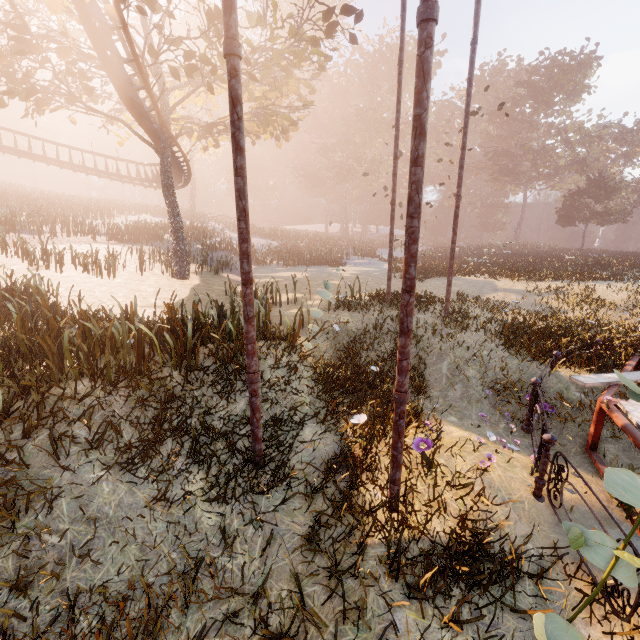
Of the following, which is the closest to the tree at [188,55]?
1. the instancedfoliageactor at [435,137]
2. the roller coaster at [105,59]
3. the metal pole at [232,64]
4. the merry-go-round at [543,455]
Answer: the roller coaster at [105,59]

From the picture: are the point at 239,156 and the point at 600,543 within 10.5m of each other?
yes

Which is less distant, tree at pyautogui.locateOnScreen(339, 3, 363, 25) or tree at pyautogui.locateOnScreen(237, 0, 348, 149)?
tree at pyautogui.locateOnScreen(339, 3, 363, 25)

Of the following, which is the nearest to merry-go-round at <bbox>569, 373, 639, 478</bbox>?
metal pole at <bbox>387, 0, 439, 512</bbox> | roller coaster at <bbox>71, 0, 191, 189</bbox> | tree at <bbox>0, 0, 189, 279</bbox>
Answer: metal pole at <bbox>387, 0, 439, 512</bbox>

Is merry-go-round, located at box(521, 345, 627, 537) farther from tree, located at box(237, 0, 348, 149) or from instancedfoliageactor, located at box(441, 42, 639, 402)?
tree, located at box(237, 0, 348, 149)

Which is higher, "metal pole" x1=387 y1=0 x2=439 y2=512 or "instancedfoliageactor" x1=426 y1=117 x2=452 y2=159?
"instancedfoliageactor" x1=426 y1=117 x2=452 y2=159

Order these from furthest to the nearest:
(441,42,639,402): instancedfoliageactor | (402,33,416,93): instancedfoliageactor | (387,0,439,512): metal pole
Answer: (402,33,416,93): instancedfoliageactor
(441,42,639,402): instancedfoliageactor
(387,0,439,512): metal pole

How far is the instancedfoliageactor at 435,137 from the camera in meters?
55.5
